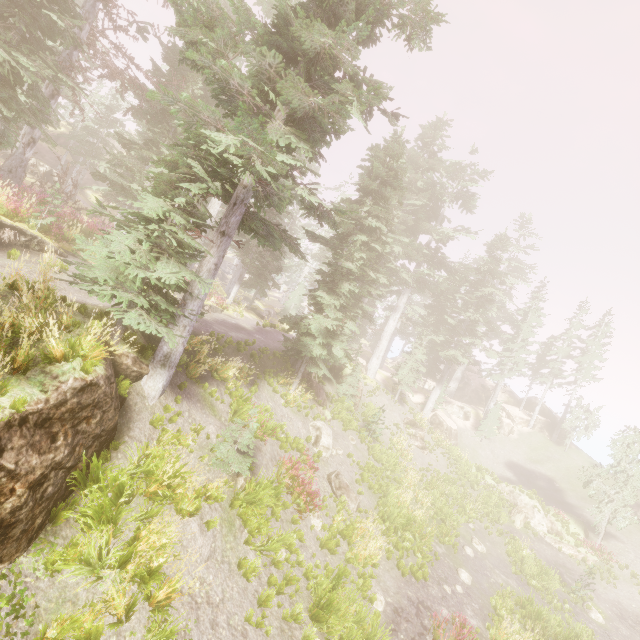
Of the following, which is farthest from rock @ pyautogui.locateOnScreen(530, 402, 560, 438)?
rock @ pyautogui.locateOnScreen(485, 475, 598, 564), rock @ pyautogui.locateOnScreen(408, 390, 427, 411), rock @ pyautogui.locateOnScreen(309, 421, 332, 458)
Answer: rock @ pyautogui.locateOnScreen(309, 421, 332, 458)

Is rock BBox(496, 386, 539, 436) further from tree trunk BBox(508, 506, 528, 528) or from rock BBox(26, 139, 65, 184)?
rock BBox(26, 139, 65, 184)

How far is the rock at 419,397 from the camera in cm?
3388

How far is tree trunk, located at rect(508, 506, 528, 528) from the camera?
23.42m

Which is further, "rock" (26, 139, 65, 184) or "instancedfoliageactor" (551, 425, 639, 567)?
"rock" (26, 139, 65, 184)

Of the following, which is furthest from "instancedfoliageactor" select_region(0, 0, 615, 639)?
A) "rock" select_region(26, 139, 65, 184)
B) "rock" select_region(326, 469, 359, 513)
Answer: "rock" select_region(326, 469, 359, 513)

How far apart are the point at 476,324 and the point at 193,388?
29.4 meters

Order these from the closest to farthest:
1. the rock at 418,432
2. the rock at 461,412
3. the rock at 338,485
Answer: the rock at 338,485 → the rock at 418,432 → the rock at 461,412
